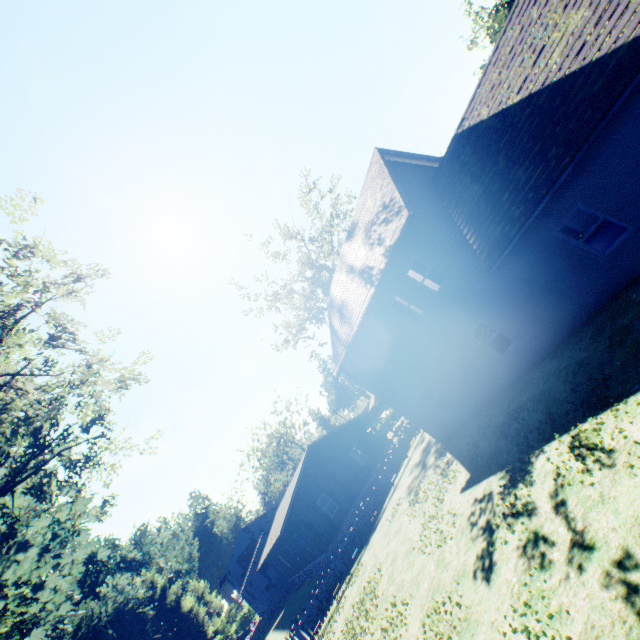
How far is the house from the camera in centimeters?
3912cm

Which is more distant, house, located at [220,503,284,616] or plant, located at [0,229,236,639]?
house, located at [220,503,284,616]

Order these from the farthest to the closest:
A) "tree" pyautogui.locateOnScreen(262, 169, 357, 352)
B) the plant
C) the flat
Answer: "tree" pyautogui.locateOnScreen(262, 169, 357, 352) < the flat < the plant

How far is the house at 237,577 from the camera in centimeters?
3912cm

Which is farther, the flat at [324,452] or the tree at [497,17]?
the tree at [497,17]

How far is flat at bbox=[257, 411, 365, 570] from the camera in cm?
2493

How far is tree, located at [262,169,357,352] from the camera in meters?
30.5

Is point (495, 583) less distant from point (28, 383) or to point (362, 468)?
point (28, 383)
